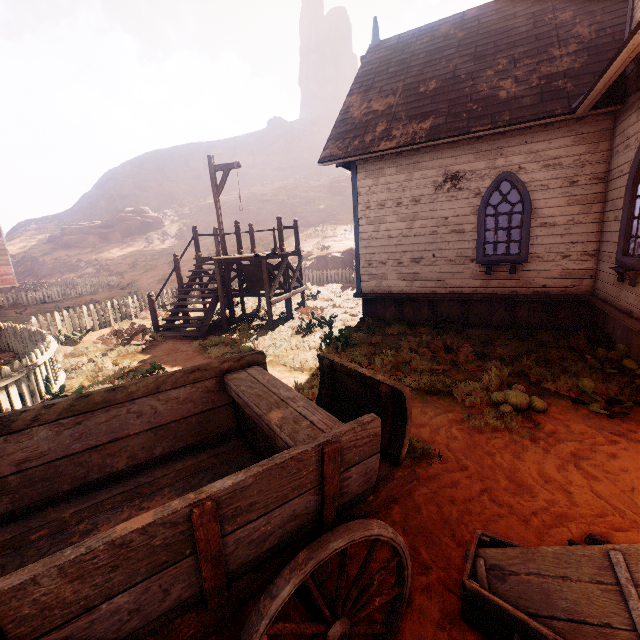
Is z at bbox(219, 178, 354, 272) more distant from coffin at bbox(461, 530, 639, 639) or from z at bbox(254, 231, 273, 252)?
coffin at bbox(461, 530, 639, 639)

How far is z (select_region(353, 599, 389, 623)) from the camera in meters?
2.2

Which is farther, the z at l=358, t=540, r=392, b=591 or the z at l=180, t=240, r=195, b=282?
the z at l=180, t=240, r=195, b=282

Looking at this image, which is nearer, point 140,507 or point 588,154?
point 140,507

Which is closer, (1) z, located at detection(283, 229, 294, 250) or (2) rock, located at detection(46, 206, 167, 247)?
(1) z, located at detection(283, 229, 294, 250)

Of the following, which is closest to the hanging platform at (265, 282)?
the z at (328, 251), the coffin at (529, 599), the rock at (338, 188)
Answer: the coffin at (529, 599)

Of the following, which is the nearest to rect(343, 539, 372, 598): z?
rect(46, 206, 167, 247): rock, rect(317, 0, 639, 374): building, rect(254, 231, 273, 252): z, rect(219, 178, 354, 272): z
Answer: rect(317, 0, 639, 374): building

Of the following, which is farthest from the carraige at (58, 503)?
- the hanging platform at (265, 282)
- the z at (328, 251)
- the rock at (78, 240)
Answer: the rock at (78, 240)
